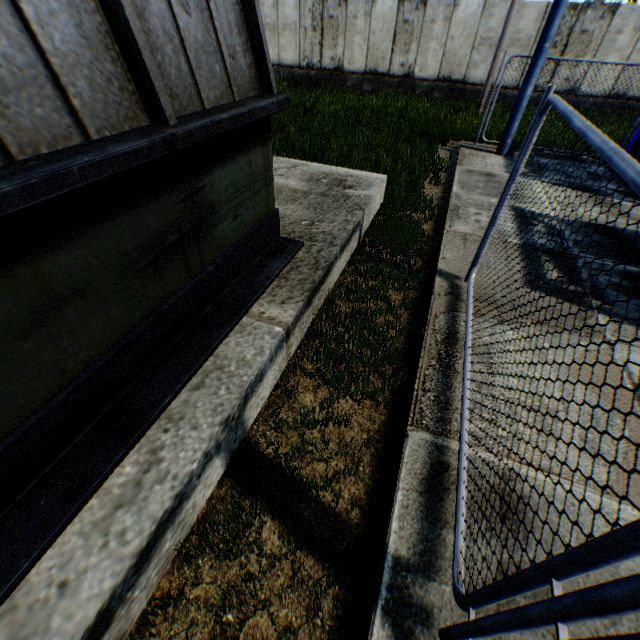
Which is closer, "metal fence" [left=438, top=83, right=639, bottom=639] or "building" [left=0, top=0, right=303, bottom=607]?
"metal fence" [left=438, top=83, right=639, bottom=639]

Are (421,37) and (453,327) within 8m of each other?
no

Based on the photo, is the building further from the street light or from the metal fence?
the street light

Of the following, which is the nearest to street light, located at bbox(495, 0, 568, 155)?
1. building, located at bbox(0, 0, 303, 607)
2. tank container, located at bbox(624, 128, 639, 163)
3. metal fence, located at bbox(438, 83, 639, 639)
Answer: tank container, located at bbox(624, 128, 639, 163)

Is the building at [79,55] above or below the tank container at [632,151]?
above

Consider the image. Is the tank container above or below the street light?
below

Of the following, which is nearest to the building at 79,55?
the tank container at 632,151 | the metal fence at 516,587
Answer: the metal fence at 516,587

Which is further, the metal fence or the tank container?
the tank container
